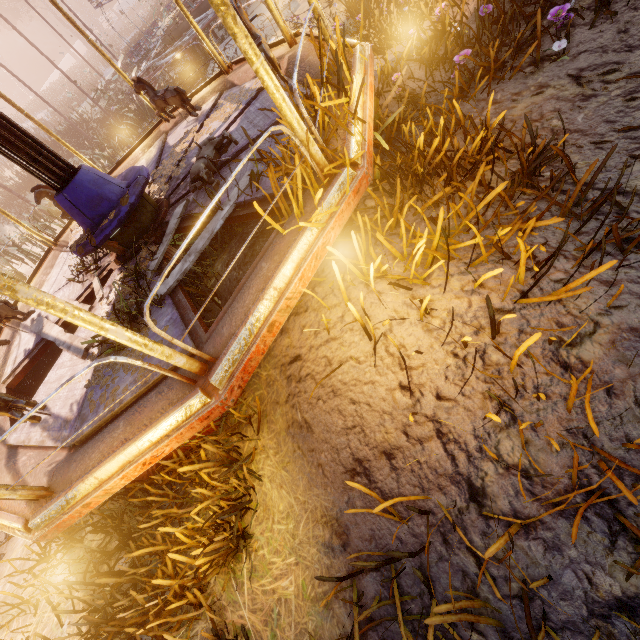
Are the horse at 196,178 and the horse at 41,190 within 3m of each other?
no

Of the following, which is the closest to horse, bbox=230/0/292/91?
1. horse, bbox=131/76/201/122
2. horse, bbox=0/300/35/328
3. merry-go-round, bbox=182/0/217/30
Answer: horse, bbox=131/76/201/122

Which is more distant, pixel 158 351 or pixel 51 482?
pixel 51 482

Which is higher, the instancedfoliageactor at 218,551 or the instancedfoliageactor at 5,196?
the instancedfoliageactor at 5,196

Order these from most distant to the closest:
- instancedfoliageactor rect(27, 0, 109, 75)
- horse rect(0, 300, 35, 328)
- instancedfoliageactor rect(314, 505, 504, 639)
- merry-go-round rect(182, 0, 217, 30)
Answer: instancedfoliageactor rect(27, 0, 109, 75)
merry-go-round rect(182, 0, 217, 30)
horse rect(0, 300, 35, 328)
instancedfoliageactor rect(314, 505, 504, 639)

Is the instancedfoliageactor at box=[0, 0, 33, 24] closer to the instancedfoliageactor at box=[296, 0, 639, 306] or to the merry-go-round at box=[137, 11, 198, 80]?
the merry-go-round at box=[137, 11, 198, 80]

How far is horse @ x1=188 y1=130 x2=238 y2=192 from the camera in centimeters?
390cm

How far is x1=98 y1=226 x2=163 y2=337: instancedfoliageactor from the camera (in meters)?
3.43
